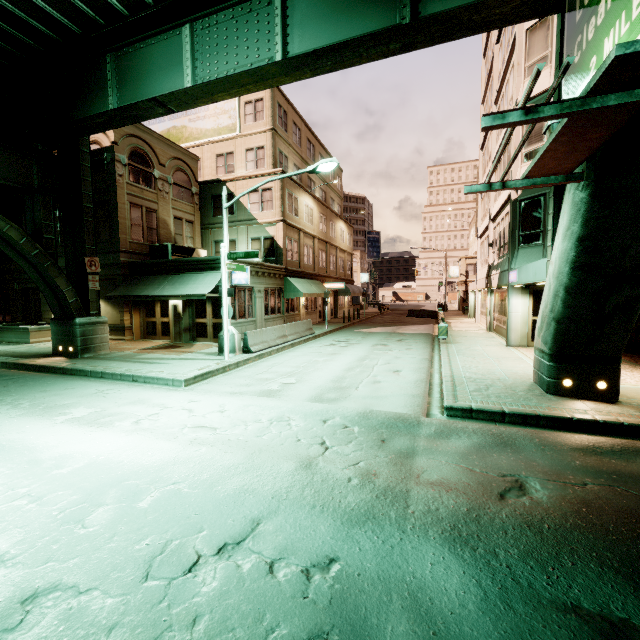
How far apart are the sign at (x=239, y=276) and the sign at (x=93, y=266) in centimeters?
658cm

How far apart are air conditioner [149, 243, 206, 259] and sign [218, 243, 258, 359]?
7.43m

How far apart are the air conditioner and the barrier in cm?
782

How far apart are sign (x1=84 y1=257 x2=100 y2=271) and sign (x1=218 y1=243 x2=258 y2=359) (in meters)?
6.58

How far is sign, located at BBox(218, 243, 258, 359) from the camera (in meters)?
12.73

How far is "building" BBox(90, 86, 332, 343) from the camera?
18.7m

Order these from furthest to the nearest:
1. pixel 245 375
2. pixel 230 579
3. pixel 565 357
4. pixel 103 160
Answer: pixel 103 160
pixel 245 375
pixel 565 357
pixel 230 579

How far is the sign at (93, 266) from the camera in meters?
14.6 m
